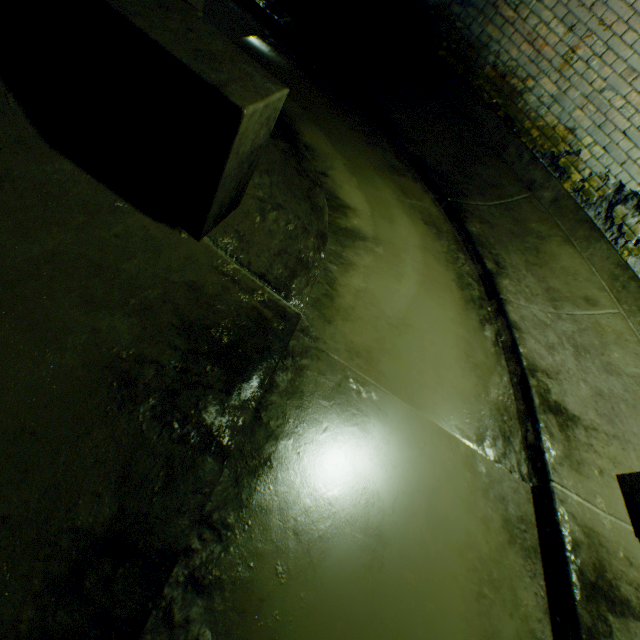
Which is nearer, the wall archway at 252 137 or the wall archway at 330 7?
the wall archway at 252 137

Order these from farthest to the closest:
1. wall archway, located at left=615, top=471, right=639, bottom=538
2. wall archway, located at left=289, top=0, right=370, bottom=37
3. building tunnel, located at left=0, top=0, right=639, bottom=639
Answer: wall archway, located at left=289, top=0, right=370, bottom=37
wall archway, located at left=615, top=471, right=639, bottom=538
building tunnel, located at left=0, top=0, right=639, bottom=639

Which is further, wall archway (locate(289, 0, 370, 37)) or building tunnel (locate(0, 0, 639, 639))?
wall archway (locate(289, 0, 370, 37))

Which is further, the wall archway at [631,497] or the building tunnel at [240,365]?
the wall archway at [631,497]

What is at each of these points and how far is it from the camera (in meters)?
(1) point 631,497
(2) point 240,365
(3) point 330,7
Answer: (1) wall archway, 1.89
(2) building tunnel, 1.14
(3) wall archway, 3.69

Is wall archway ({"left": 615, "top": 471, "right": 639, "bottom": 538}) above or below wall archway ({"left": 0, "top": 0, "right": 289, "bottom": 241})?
below

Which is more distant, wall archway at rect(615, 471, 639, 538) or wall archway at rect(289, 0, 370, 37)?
wall archway at rect(289, 0, 370, 37)
